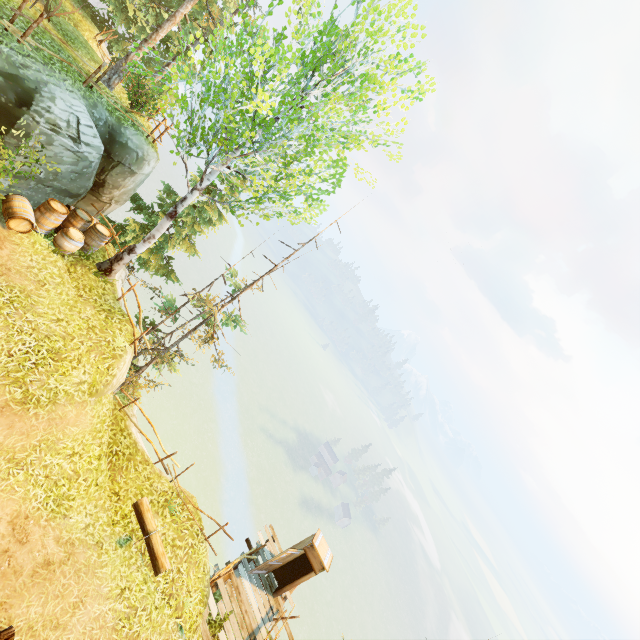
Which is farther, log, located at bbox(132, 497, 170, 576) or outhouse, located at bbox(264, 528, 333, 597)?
outhouse, located at bbox(264, 528, 333, 597)

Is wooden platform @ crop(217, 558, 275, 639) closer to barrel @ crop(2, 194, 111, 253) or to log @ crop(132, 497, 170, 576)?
log @ crop(132, 497, 170, 576)

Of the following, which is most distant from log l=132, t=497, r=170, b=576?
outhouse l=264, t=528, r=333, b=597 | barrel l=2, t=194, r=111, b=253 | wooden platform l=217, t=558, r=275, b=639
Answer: barrel l=2, t=194, r=111, b=253

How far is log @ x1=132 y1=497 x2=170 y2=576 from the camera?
9.11m

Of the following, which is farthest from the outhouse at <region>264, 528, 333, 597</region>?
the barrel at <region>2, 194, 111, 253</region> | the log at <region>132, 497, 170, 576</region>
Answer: the barrel at <region>2, 194, 111, 253</region>

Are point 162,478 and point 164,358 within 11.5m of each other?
yes

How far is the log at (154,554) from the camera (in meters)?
9.11

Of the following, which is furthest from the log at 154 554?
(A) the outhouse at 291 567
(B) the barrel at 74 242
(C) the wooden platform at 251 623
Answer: (B) the barrel at 74 242
